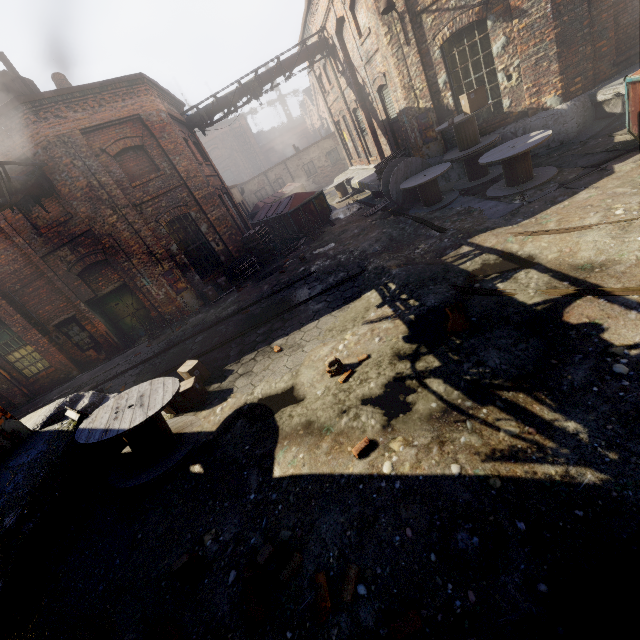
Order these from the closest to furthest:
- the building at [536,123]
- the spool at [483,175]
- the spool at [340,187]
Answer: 1. the spool at [483,175]
2. the building at [536,123]
3. the spool at [340,187]

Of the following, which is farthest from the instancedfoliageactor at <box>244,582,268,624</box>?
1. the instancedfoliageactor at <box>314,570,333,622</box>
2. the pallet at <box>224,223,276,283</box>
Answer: the pallet at <box>224,223,276,283</box>

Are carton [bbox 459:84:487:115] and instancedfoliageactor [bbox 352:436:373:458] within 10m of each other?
yes

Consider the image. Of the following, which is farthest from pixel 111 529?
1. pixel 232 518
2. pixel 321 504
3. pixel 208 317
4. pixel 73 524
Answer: pixel 208 317

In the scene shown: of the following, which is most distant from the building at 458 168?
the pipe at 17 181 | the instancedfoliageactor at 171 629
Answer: the instancedfoliageactor at 171 629

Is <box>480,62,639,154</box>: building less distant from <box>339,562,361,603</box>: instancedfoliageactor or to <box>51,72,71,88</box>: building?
<box>339,562,361,603</box>: instancedfoliageactor

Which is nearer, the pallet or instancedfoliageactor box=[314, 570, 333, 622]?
instancedfoliageactor box=[314, 570, 333, 622]

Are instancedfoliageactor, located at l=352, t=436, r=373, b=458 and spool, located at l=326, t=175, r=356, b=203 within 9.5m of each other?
no
